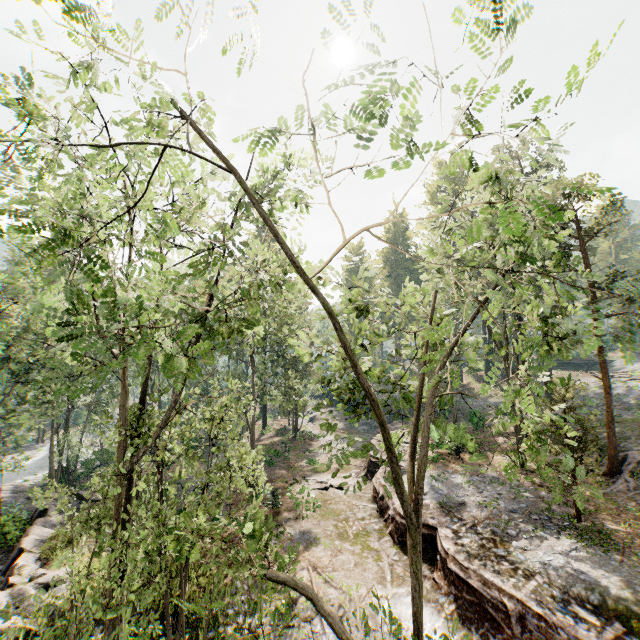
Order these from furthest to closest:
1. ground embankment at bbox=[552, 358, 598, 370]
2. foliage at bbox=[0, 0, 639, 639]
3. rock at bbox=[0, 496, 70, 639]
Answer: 1. ground embankment at bbox=[552, 358, 598, 370]
2. rock at bbox=[0, 496, 70, 639]
3. foliage at bbox=[0, 0, 639, 639]

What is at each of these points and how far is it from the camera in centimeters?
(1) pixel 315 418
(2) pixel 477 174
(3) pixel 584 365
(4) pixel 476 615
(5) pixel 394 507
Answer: (1) rock, 4662cm
(2) foliage, 467cm
(3) ground embankment, 5044cm
(4) ground embankment, 1160cm
(5) ground embankment, 1753cm

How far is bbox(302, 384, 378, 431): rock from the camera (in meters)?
41.94

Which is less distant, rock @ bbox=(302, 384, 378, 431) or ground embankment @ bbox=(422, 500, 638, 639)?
ground embankment @ bbox=(422, 500, 638, 639)

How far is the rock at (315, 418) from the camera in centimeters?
4194cm

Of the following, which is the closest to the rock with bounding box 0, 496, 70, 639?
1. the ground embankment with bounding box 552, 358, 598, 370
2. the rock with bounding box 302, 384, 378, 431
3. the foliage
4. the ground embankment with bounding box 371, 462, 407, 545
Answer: the foliage

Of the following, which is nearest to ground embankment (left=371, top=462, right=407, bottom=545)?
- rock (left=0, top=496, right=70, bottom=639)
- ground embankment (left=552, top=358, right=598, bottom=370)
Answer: rock (left=0, top=496, right=70, bottom=639)

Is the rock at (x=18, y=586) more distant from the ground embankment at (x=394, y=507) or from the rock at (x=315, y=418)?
the rock at (x=315, y=418)
